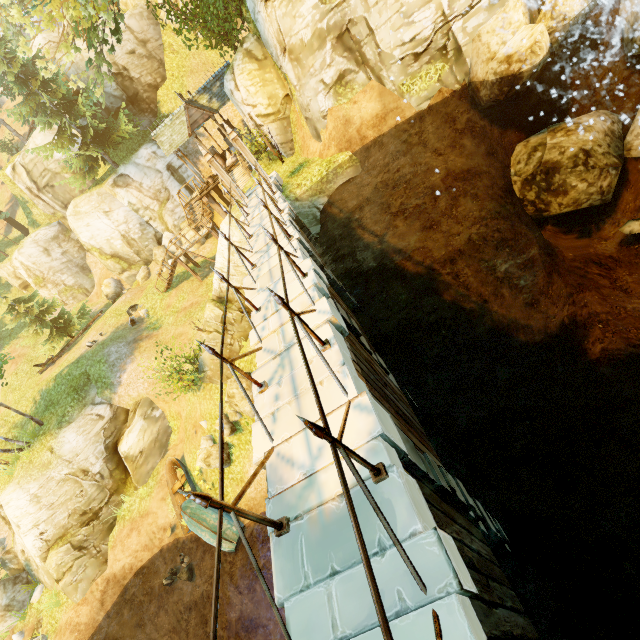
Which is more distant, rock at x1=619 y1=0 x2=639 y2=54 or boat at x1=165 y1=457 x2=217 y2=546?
boat at x1=165 y1=457 x2=217 y2=546

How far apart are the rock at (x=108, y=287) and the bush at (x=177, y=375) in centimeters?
1793cm

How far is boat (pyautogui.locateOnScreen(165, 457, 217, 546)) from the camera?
14.5 meters

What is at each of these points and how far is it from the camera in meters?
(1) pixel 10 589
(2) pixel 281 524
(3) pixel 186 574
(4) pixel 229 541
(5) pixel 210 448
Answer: (1) rock, 18.2
(2) fence, 3.7
(3) rock, 14.9
(4) boat, 13.9
(5) rock, 15.1

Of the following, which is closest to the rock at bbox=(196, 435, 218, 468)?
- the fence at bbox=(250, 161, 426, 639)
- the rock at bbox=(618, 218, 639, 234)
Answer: the fence at bbox=(250, 161, 426, 639)

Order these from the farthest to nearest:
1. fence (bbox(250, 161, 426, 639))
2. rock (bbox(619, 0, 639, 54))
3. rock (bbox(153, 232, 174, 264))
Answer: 1. rock (bbox(153, 232, 174, 264))
2. rock (bbox(619, 0, 639, 54))
3. fence (bbox(250, 161, 426, 639))

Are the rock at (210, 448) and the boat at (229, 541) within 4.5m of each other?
yes

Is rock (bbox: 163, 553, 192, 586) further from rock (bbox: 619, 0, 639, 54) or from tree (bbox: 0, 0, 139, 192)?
rock (bbox: 619, 0, 639, 54)
